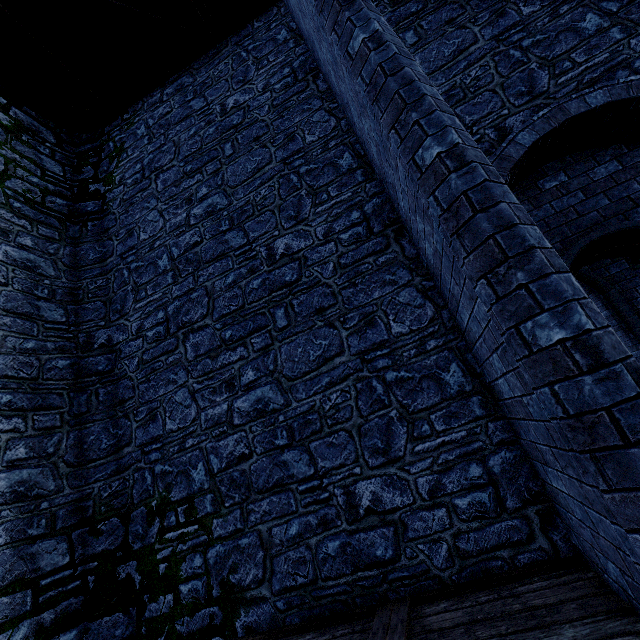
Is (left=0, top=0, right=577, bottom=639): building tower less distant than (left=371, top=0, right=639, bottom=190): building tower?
Yes

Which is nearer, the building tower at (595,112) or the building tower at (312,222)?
the building tower at (312,222)

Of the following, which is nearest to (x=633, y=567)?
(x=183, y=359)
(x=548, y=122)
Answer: (x=548, y=122)
